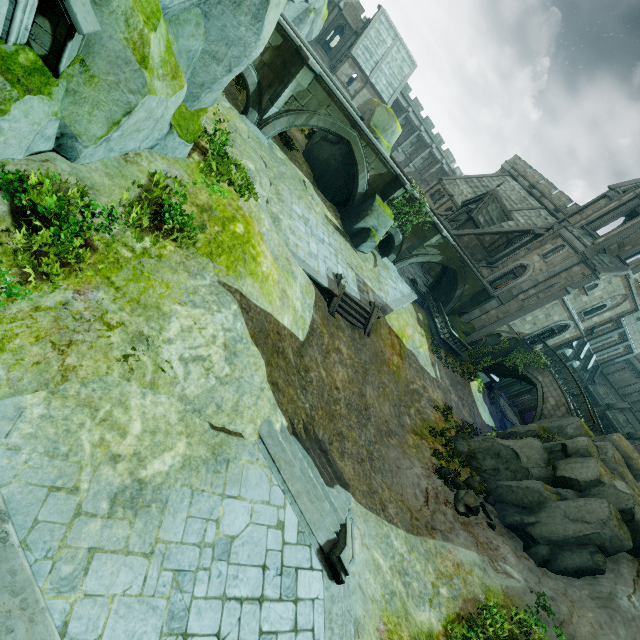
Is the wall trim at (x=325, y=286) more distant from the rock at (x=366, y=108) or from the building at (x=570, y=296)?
the building at (x=570, y=296)

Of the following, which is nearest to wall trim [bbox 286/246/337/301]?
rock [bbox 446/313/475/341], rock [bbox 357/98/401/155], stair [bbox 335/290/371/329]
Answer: stair [bbox 335/290/371/329]

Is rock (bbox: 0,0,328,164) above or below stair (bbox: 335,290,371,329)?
above

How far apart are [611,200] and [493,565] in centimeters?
3122cm

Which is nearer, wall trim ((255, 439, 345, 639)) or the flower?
wall trim ((255, 439, 345, 639))

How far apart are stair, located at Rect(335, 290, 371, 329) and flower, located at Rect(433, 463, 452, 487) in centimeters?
794cm

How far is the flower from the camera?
15.44m

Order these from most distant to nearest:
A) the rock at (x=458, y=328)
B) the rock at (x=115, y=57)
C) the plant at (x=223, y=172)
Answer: the rock at (x=458, y=328) < the plant at (x=223, y=172) < the rock at (x=115, y=57)
